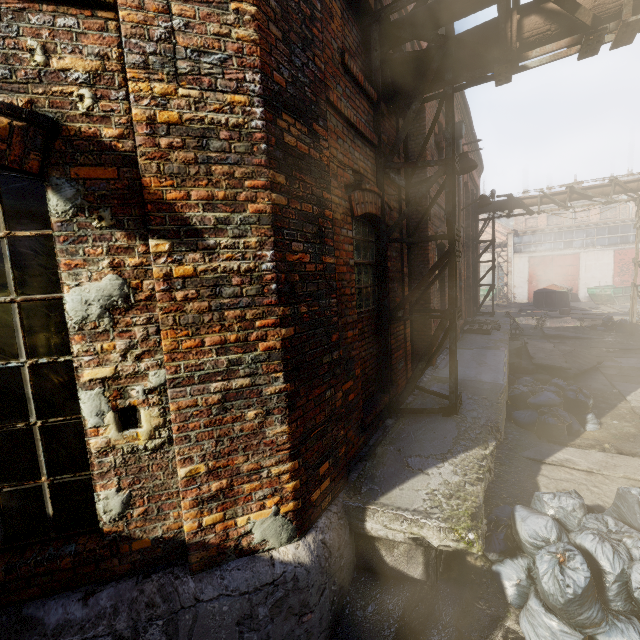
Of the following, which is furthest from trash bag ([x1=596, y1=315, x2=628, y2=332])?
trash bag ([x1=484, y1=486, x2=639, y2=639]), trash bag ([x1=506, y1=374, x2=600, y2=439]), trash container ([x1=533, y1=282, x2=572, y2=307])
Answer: trash bag ([x1=484, y1=486, x2=639, y2=639])

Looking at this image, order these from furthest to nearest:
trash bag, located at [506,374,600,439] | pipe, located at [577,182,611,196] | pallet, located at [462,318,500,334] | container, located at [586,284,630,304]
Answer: container, located at [586,284,630,304] < pipe, located at [577,182,611,196] < pallet, located at [462,318,500,334] < trash bag, located at [506,374,600,439]

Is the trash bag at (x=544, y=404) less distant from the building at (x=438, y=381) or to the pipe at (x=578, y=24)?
the building at (x=438, y=381)

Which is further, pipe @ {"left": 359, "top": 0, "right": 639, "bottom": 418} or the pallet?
the pallet

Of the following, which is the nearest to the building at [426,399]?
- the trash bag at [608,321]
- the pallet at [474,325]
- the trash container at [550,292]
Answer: the pallet at [474,325]

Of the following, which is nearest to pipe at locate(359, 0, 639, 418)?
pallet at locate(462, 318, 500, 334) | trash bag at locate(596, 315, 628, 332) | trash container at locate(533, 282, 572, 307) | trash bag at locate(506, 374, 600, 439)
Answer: trash bag at locate(506, 374, 600, 439)

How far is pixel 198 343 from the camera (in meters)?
2.20

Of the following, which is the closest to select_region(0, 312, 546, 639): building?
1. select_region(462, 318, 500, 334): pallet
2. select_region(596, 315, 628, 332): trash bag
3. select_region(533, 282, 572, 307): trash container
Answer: select_region(462, 318, 500, 334): pallet
